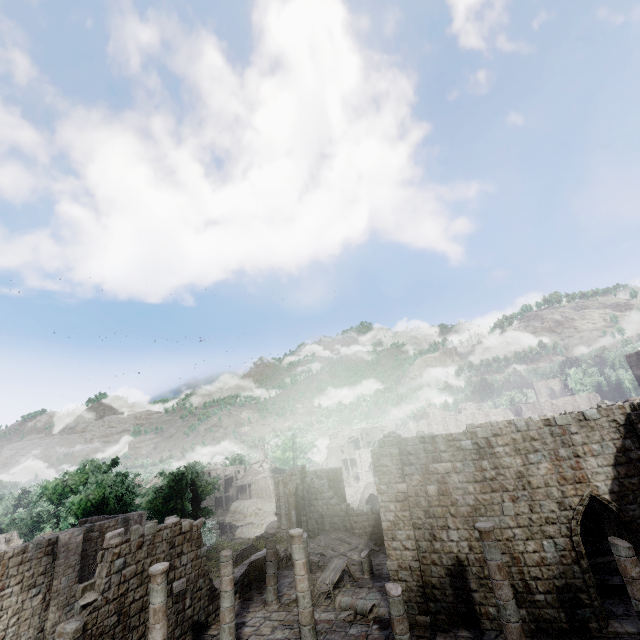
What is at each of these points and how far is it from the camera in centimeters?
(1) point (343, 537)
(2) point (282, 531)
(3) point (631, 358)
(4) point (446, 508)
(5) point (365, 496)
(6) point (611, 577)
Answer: (1) wooden plank rubble, 2259cm
(2) stone arch, 3412cm
(3) building, 2956cm
(4) building, 1344cm
(5) bridge, 4509cm
(6) broken furniture, 1337cm

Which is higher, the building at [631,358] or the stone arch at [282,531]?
the building at [631,358]

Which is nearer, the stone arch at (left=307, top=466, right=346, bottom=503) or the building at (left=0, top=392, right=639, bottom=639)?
the building at (left=0, top=392, right=639, bottom=639)

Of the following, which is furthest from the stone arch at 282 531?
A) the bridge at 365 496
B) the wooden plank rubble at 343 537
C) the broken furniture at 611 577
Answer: the broken furniture at 611 577

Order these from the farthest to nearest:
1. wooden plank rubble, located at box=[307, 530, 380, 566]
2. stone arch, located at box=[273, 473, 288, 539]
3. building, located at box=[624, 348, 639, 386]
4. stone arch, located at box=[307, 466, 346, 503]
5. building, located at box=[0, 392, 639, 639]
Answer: stone arch, located at box=[273, 473, 288, 539]
stone arch, located at box=[307, 466, 346, 503]
building, located at box=[624, 348, 639, 386]
wooden plank rubble, located at box=[307, 530, 380, 566]
building, located at box=[0, 392, 639, 639]

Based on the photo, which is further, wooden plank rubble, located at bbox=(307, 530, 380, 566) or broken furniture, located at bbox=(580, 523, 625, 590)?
wooden plank rubble, located at bbox=(307, 530, 380, 566)

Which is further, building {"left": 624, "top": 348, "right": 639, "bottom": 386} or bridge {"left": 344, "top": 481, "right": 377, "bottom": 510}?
bridge {"left": 344, "top": 481, "right": 377, "bottom": 510}

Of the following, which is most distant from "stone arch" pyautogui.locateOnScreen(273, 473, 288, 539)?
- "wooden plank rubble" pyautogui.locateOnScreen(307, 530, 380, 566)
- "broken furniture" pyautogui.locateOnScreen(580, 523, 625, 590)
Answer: "broken furniture" pyautogui.locateOnScreen(580, 523, 625, 590)
